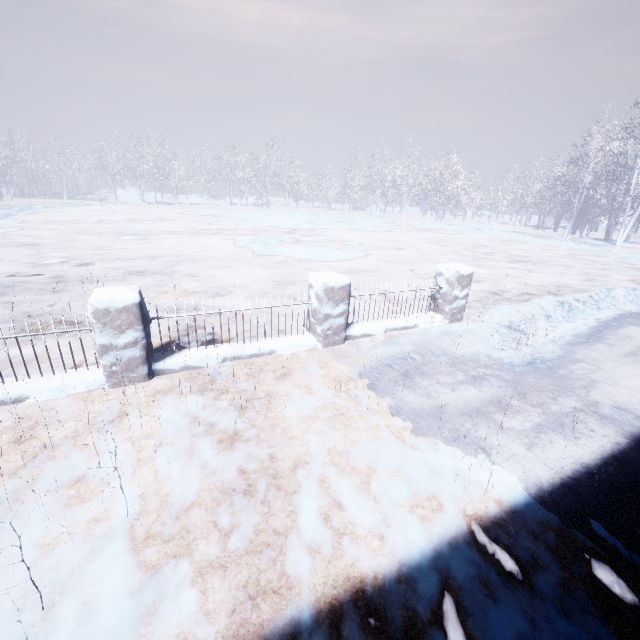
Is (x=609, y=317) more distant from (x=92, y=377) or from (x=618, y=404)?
(x=92, y=377)
